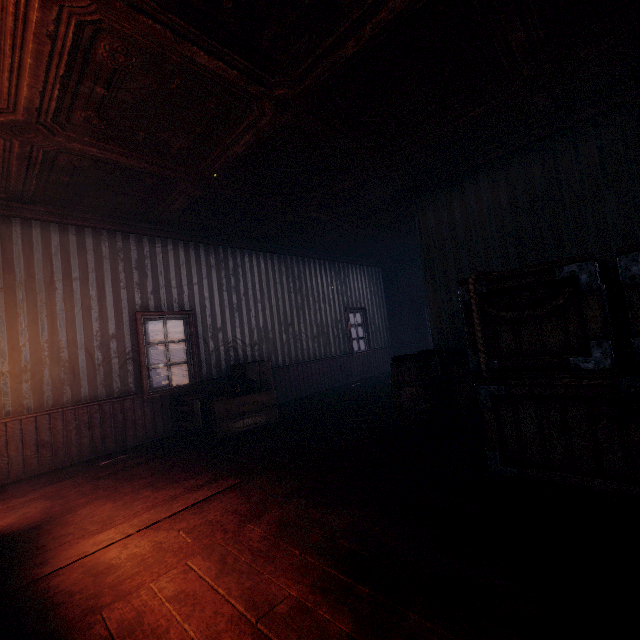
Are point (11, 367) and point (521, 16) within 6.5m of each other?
no

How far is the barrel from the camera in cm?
399

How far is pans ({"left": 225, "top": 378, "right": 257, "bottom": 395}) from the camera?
5.5 meters

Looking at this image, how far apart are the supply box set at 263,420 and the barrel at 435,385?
2.2m

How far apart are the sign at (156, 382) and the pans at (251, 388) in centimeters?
1064cm

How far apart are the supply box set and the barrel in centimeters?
217cm

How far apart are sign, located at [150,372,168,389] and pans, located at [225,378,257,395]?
10.64m

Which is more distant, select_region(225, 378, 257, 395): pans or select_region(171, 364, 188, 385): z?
select_region(171, 364, 188, 385): z
